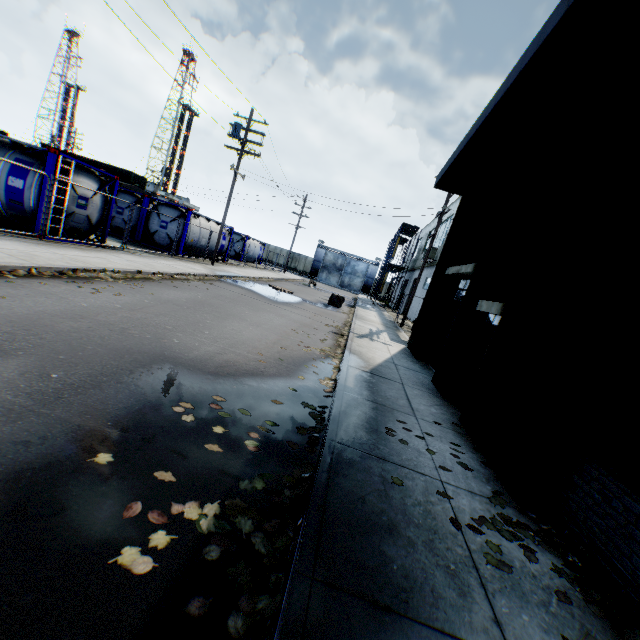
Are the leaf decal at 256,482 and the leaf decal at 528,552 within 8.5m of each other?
yes

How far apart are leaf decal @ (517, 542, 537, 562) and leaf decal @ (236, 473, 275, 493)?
1.56m

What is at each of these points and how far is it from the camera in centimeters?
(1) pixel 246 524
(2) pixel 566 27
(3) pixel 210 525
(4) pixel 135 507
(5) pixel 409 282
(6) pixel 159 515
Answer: (1) leaf decal, 261cm
(2) building, 400cm
(3) leaf decal, 249cm
(4) leaf decal, 244cm
(5) building, 3497cm
(6) leaf decal, 244cm

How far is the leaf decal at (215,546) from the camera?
2.3 meters

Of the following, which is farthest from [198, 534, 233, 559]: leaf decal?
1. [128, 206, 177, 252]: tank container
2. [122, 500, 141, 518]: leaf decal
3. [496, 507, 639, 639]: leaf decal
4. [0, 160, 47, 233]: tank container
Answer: [128, 206, 177, 252]: tank container

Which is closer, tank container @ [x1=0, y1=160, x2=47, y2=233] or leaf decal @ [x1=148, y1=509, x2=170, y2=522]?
leaf decal @ [x1=148, y1=509, x2=170, y2=522]

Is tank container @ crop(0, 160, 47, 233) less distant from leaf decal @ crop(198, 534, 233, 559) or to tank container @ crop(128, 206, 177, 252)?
tank container @ crop(128, 206, 177, 252)

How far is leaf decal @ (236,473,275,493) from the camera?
2.99m
